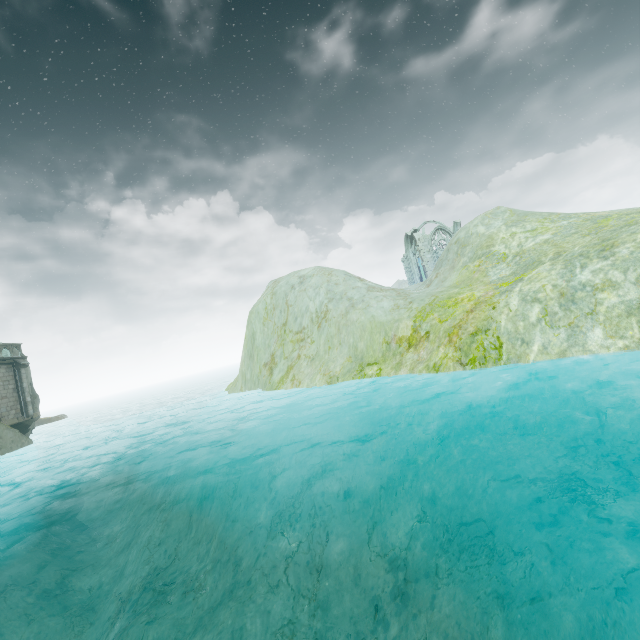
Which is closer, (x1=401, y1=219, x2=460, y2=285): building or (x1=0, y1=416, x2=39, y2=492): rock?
(x1=0, y1=416, x2=39, y2=492): rock

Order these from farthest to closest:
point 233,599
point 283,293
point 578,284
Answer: point 283,293 < point 578,284 < point 233,599

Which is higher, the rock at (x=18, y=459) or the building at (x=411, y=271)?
the building at (x=411, y=271)

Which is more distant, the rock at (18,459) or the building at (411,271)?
the building at (411,271)

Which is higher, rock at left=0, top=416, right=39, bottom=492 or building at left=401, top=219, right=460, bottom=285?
building at left=401, top=219, right=460, bottom=285

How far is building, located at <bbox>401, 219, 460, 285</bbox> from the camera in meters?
45.0 m
